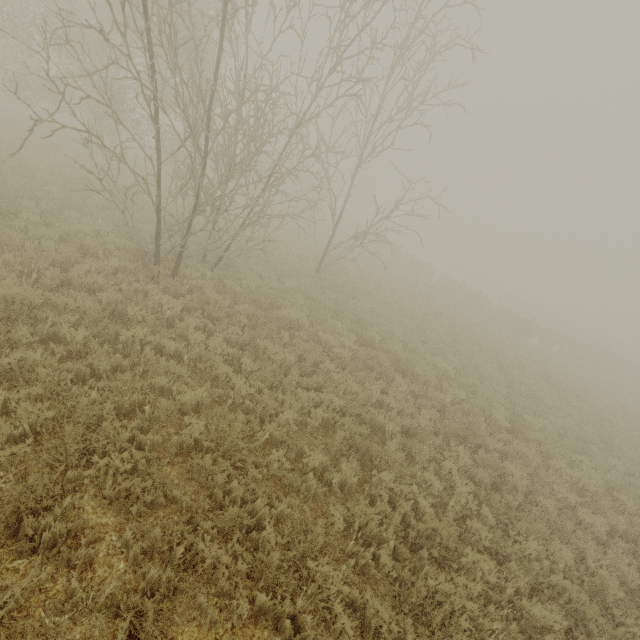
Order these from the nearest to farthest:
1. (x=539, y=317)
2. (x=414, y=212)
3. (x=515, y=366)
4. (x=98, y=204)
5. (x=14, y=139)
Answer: (x=98, y=204)
(x=414, y=212)
(x=14, y=139)
(x=515, y=366)
(x=539, y=317)
